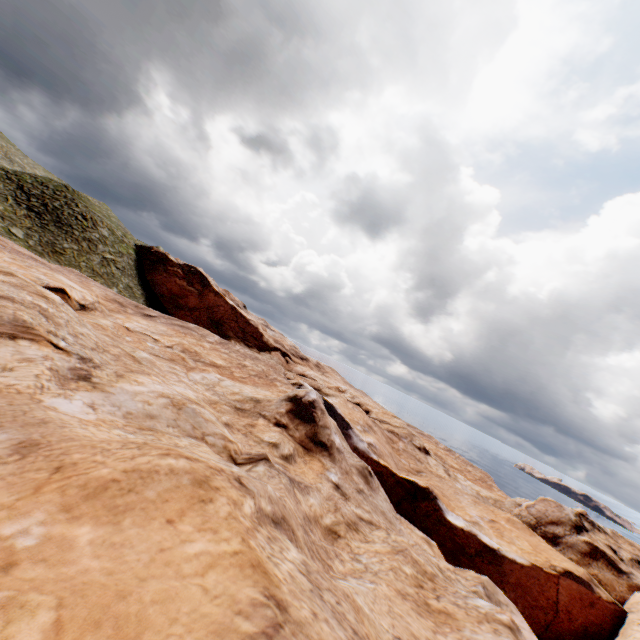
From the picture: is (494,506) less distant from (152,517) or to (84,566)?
(152,517)
